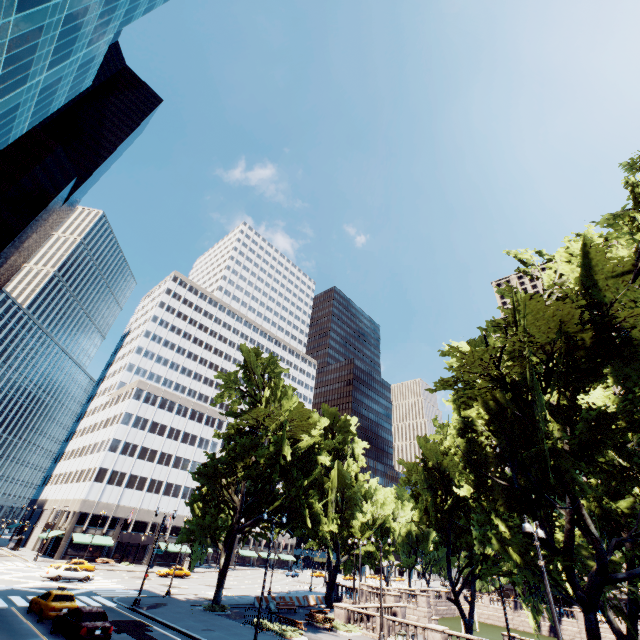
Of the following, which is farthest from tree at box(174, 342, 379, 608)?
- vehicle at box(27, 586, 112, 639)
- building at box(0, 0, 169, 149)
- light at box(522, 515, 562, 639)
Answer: building at box(0, 0, 169, 149)

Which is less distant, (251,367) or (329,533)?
(251,367)

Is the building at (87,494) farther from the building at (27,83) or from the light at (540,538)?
the light at (540,538)

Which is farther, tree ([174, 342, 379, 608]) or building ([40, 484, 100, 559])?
building ([40, 484, 100, 559])

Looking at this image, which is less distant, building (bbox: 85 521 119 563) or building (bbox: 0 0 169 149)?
building (bbox: 0 0 169 149)

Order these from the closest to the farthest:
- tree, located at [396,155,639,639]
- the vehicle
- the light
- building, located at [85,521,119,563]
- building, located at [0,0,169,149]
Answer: the light
tree, located at [396,155,639,639]
the vehicle
building, located at [0,0,169,149]
building, located at [85,521,119,563]

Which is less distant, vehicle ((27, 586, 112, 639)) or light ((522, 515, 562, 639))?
light ((522, 515, 562, 639))

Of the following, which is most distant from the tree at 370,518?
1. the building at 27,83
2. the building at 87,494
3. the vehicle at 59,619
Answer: the building at 27,83
